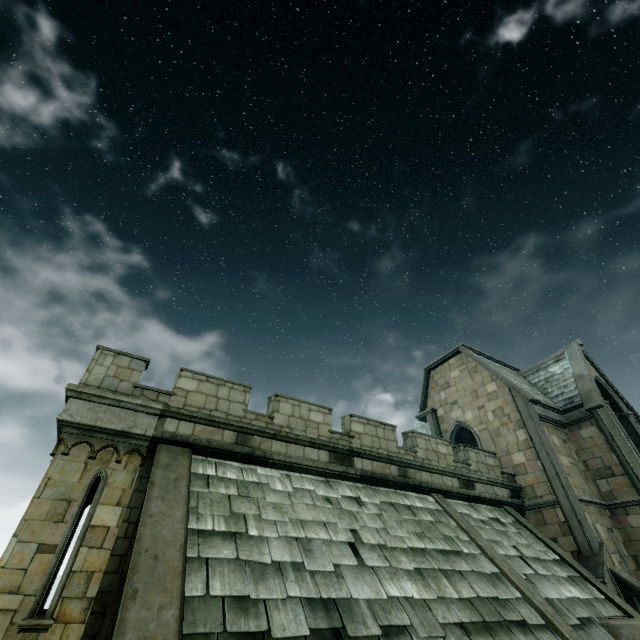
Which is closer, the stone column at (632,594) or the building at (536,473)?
the building at (536,473)

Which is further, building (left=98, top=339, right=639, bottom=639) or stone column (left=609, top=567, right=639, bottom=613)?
stone column (left=609, top=567, right=639, bottom=613)

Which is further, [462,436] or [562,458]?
[462,436]
